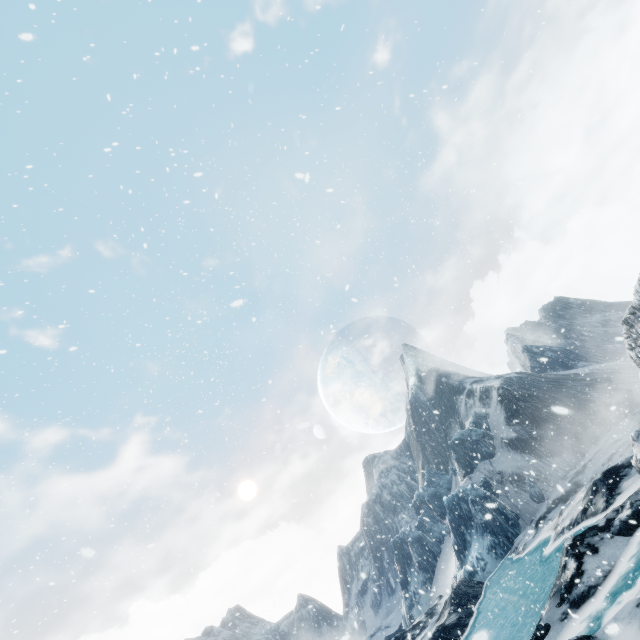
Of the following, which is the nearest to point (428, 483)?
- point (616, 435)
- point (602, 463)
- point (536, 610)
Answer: point (616, 435)
